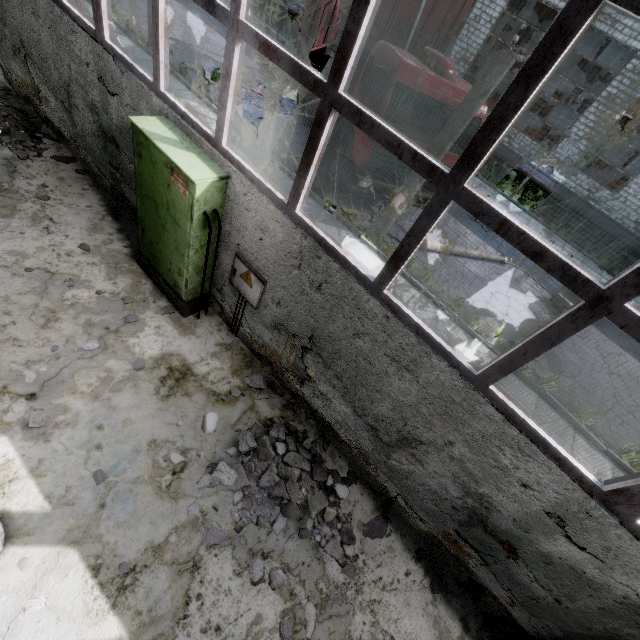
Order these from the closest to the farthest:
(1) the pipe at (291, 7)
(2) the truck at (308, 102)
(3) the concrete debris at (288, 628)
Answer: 1. (3) the concrete debris at (288, 628)
2. (2) the truck at (308, 102)
3. (1) the pipe at (291, 7)

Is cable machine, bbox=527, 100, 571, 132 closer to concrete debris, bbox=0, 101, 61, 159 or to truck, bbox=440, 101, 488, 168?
truck, bbox=440, 101, 488, 168

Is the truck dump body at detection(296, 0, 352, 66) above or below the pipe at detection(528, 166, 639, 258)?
above

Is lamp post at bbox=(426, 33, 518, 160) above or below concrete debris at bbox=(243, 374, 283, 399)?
above

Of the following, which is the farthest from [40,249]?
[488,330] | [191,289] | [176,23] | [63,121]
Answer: [176,23]

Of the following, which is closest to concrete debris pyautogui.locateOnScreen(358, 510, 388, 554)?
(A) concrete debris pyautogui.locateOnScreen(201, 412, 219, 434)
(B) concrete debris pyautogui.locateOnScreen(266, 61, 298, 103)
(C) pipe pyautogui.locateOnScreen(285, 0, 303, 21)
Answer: (A) concrete debris pyautogui.locateOnScreen(201, 412, 219, 434)

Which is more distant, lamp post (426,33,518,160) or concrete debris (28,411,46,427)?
lamp post (426,33,518,160)

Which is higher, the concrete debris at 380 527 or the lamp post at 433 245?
the lamp post at 433 245
